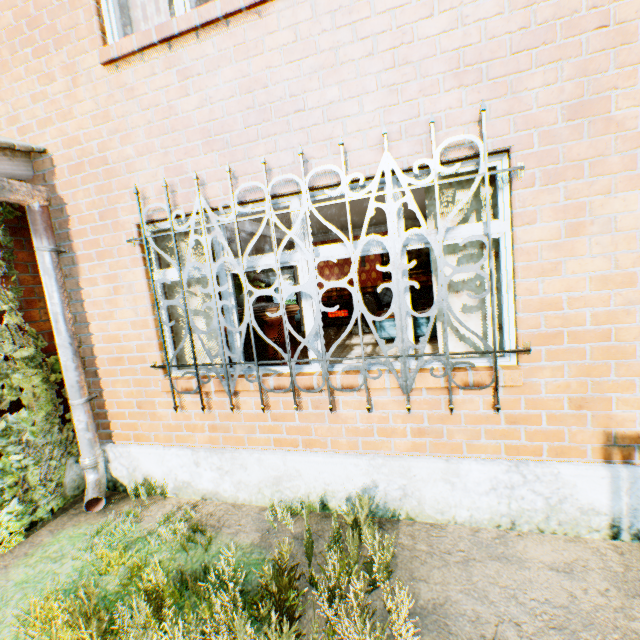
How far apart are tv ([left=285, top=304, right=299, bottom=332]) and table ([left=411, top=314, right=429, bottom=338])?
2.6m

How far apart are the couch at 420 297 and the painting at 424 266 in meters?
0.3 m

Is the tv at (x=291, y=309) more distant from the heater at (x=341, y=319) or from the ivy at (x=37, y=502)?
the heater at (x=341, y=319)

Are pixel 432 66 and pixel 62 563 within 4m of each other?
no

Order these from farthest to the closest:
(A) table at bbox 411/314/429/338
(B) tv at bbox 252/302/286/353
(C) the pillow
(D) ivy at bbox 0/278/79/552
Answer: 1. (C) the pillow
2. (A) table at bbox 411/314/429/338
3. (B) tv at bbox 252/302/286/353
4. (D) ivy at bbox 0/278/79/552

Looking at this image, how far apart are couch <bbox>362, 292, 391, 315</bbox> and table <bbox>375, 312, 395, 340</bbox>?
1.33m

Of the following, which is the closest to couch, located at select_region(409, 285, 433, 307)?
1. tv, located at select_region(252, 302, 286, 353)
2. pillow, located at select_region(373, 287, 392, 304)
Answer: pillow, located at select_region(373, 287, 392, 304)

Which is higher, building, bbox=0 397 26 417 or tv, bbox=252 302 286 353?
tv, bbox=252 302 286 353
